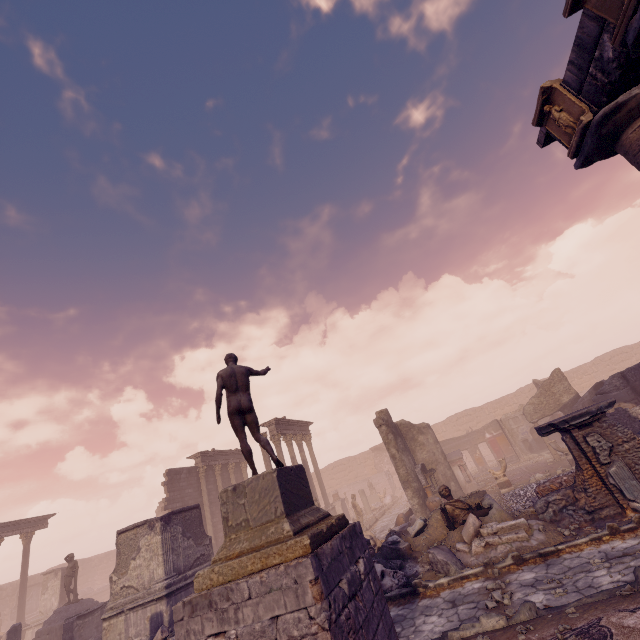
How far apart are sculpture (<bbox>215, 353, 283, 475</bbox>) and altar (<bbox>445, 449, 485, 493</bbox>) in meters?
14.5

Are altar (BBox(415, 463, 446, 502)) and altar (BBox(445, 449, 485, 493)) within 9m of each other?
yes

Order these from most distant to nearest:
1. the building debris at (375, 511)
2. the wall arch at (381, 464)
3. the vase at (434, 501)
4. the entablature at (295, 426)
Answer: the wall arch at (381, 464), the building debris at (375, 511), the entablature at (295, 426), the vase at (434, 501)

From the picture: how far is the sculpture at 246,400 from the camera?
6.27m

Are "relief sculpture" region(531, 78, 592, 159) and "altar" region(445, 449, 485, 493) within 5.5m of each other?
no

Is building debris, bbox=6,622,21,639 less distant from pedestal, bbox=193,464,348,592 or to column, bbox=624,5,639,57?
pedestal, bbox=193,464,348,592

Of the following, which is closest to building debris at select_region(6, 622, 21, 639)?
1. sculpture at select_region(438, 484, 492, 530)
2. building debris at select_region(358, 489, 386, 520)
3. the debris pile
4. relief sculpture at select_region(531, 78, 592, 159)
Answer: the debris pile

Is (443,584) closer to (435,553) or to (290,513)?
(435,553)
